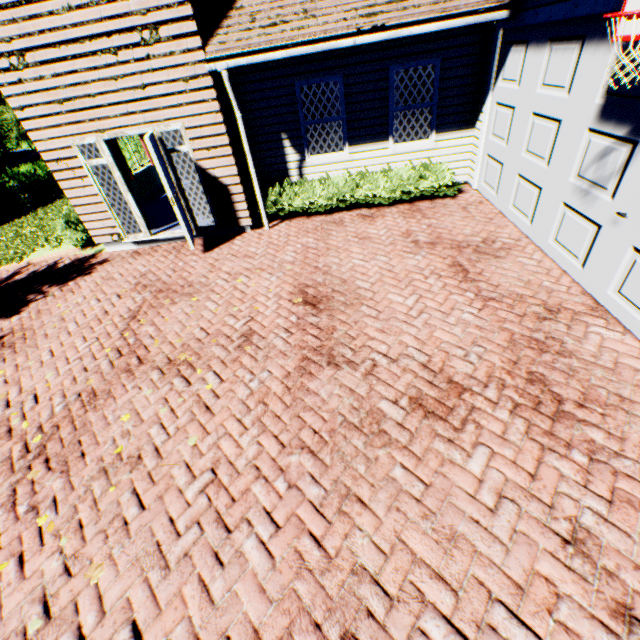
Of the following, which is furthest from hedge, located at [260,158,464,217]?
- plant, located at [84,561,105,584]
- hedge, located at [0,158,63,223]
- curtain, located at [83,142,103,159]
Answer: hedge, located at [0,158,63,223]

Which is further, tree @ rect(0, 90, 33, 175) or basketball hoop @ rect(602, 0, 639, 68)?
tree @ rect(0, 90, 33, 175)

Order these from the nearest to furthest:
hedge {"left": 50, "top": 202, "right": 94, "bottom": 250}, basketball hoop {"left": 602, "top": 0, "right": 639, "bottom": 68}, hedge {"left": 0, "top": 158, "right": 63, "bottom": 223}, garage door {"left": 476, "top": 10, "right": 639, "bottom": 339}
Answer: basketball hoop {"left": 602, "top": 0, "right": 639, "bottom": 68}, garage door {"left": 476, "top": 10, "right": 639, "bottom": 339}, hedge {"left": 50, "top": 202, "right": 94, "bottom": 250}, hedge {"left": 0, "top": 158, "right": 63, "bottom": 223}

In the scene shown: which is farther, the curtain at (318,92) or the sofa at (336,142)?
the sofa at (336,142)

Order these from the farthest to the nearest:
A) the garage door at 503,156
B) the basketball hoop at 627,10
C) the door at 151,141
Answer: the door at 151,141 < the garage door at 503,156 < the basketball hoop at 627,10

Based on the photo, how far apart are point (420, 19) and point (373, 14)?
0.8 meters

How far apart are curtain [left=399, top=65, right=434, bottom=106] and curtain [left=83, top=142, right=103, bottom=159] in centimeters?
659cm

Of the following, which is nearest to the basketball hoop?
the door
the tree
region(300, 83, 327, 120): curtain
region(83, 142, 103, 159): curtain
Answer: region(300, 83, 327, 120): curtain
